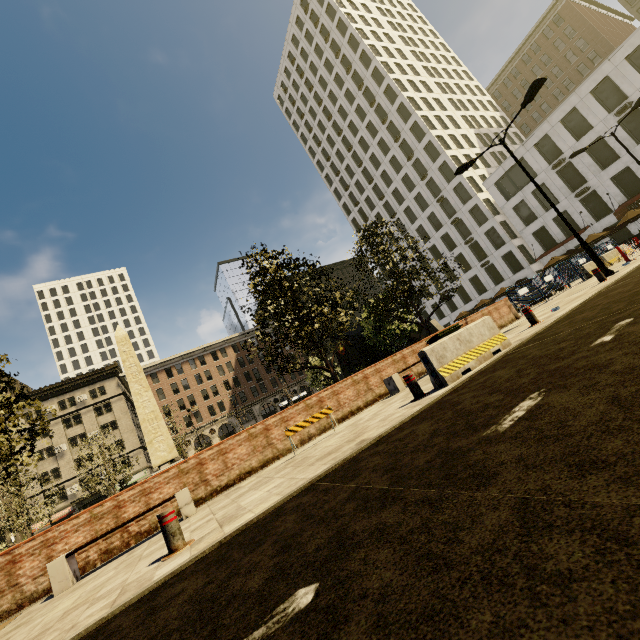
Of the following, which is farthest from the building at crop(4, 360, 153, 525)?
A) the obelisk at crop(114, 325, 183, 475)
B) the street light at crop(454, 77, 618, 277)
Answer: the obelisk at crop(114, 325, 183, 475)

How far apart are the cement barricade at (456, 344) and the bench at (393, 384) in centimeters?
356cm

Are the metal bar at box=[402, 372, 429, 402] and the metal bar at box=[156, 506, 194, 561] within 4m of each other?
no

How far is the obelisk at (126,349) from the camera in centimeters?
1994cm

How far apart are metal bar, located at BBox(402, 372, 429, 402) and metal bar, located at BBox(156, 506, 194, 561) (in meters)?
4.57

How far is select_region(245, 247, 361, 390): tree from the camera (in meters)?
12.35

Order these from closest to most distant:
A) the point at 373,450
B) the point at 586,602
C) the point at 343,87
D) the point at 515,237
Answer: the point at 586,602 → the point at 373,450 → the point at 515,237 → the point at 343,87

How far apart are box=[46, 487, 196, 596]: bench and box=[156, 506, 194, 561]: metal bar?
3.08m
